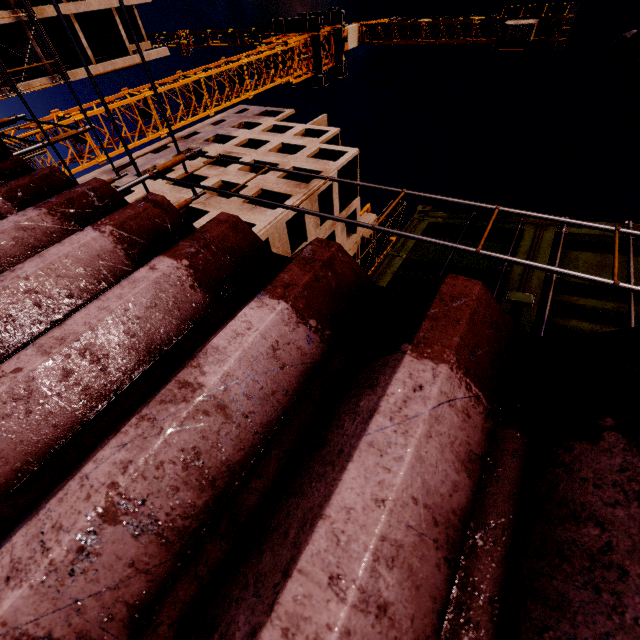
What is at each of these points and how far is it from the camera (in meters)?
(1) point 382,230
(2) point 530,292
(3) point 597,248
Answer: (1) scaffolding, 1.98
(2) cargo container, 2.45
(3) cargo container, 2.71

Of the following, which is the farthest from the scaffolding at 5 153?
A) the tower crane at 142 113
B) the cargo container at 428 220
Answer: the tower crane at 142 113

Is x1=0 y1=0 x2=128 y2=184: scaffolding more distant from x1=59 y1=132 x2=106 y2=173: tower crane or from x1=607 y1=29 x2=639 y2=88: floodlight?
x1=607 y1=29 x2=639 y2=88: floodlight

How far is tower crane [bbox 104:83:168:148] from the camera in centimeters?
2089cm

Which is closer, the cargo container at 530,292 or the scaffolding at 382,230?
the scaffolding at 382,230

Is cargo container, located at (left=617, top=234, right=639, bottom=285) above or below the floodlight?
below

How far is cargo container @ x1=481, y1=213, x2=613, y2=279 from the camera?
2.6m

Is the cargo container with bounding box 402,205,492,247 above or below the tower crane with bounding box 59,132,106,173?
below
